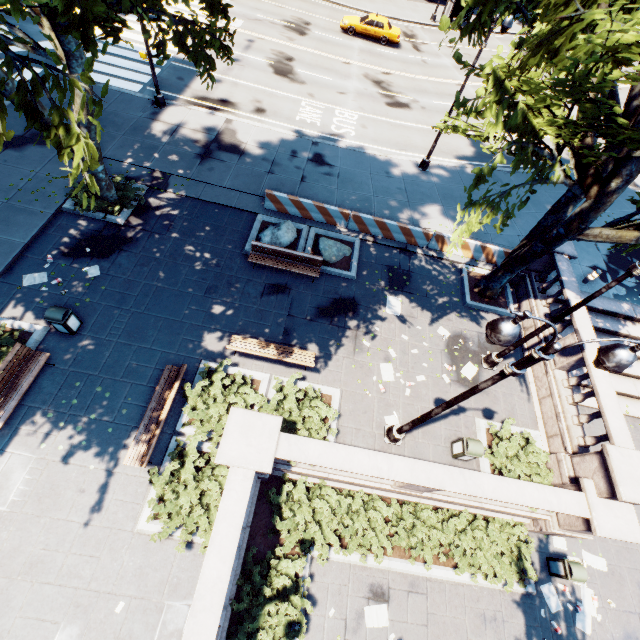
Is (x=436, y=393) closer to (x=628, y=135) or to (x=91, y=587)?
(x=628, y=135)

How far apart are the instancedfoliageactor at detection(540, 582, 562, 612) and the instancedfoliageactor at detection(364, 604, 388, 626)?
5.4m

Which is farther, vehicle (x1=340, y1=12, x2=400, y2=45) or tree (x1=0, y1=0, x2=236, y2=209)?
vehicle (x1=340, y1=12, x2=400, y2=45)

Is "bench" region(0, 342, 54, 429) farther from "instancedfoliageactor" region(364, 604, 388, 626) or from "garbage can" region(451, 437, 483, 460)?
"garbage can" region(451, 437, 483, 460)

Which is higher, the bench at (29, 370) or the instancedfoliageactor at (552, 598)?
the bench at (29, 370)

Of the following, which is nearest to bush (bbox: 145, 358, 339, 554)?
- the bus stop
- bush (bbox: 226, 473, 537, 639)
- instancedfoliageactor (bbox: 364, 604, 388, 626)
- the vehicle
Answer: bush (bbox: 226, 473, 537, 639)

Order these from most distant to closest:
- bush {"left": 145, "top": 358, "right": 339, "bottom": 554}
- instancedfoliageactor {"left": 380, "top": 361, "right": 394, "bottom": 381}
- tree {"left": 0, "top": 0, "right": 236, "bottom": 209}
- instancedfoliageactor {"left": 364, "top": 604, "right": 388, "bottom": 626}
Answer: instancedfoliageactor {"left": 380, "top": 361, "right": 394, "bottom": 381} < instancedfoliageactor {"left": 364, "top": 604, "right": 388, "bottom": 626} < bush {"left": 145, "top": 358, "right": 339, "bottom": 554} < tree {"left": 0, "top": 0, "right": 236, "bottom": 209}

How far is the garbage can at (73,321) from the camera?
9.8 meters
